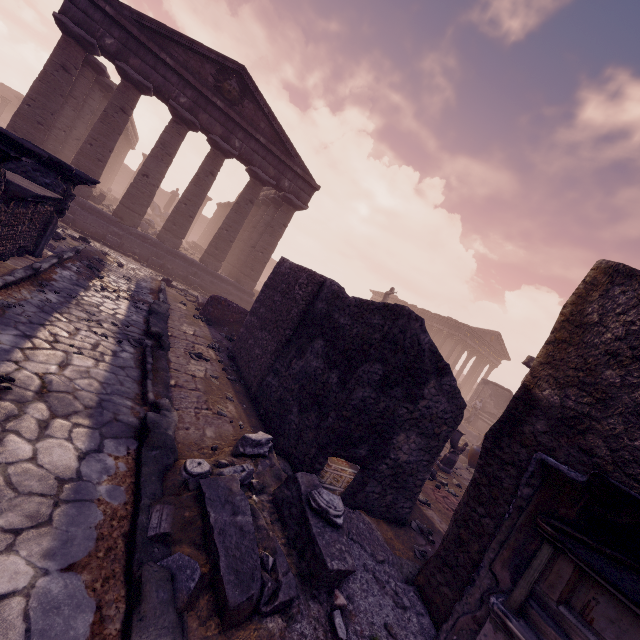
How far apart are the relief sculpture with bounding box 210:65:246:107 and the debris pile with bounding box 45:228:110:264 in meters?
8.8 m

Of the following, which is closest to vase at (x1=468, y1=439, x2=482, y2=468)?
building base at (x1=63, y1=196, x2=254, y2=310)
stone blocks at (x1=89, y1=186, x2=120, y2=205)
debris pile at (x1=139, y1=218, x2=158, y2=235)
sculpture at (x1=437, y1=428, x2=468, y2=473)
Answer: sculpture at (x1=437, y1=428, x2=468, y2=473)

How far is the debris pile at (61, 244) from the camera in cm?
859

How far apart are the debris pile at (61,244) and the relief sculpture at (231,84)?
8.8 meters

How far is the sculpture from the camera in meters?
9.2 m

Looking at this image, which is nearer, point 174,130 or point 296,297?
point 296,297

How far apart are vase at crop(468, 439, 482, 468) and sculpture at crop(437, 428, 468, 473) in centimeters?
263cm

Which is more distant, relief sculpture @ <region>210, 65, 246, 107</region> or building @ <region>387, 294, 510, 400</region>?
building @ <region>387, 294, 510, 400</region>
